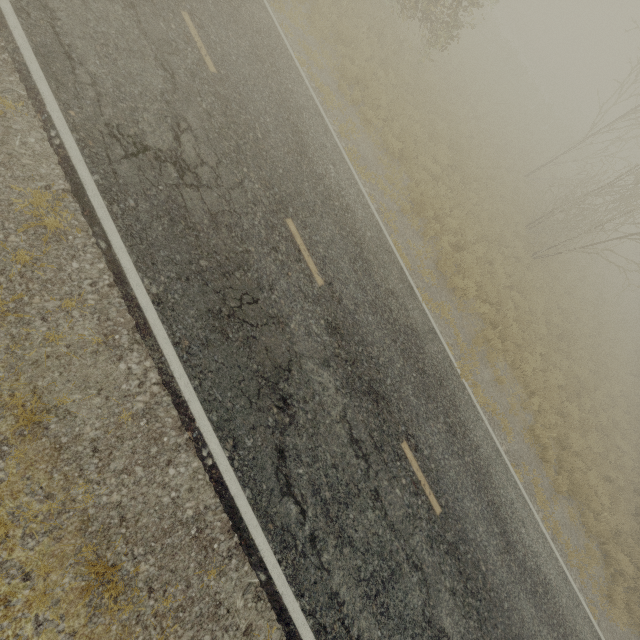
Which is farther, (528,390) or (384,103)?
(384,103)

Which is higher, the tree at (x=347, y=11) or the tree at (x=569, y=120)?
the tree at (x=569, y=120)

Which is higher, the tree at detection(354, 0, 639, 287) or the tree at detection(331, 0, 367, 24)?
the tree at detection(354, 0, 639, 287)
